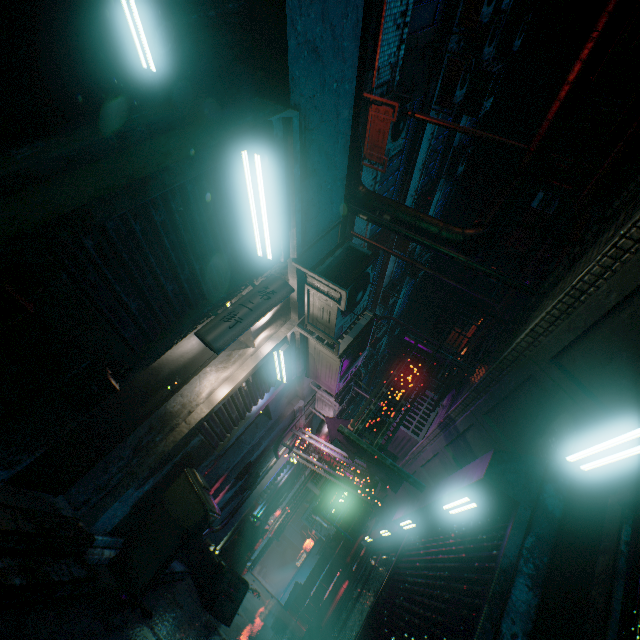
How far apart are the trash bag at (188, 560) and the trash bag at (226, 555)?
2.27m

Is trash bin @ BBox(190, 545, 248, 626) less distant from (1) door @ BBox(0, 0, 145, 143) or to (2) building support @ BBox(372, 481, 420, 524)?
(2) building support @ BBox(372, 481, 420, 524)

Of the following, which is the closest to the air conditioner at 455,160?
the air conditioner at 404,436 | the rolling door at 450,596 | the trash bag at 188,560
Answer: the air conditioner at 404,436

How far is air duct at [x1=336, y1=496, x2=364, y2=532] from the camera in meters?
9.9 m

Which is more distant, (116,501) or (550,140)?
(550,140)

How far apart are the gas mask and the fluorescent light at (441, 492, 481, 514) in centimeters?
301cm

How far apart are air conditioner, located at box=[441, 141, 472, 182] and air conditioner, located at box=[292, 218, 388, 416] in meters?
8.9

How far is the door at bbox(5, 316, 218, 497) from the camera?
2.44m
